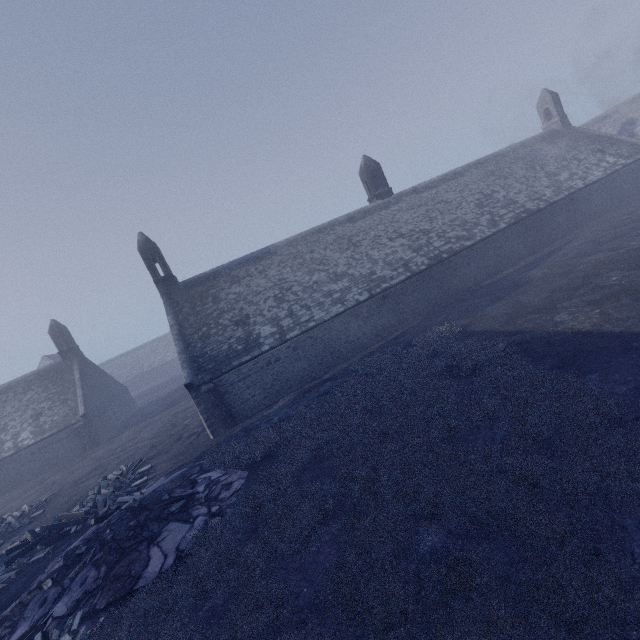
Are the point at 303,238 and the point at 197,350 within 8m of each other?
no

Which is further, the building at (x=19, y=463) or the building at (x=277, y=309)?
the building at (x=19, y=463)

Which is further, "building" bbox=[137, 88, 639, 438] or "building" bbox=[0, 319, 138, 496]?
"building" bbox=[0, 319, 138, 496]
